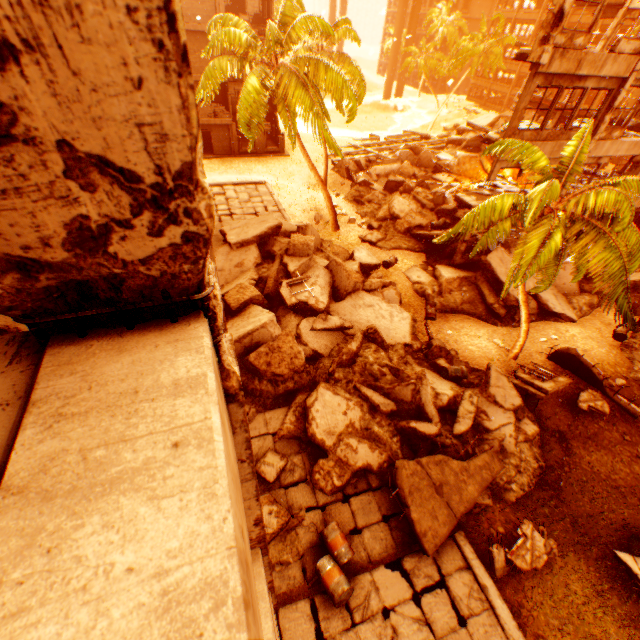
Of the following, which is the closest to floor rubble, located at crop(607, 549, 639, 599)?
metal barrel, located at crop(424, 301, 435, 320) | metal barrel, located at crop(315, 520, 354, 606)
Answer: metal barrel, located at crop(315, 520, 354, 606)

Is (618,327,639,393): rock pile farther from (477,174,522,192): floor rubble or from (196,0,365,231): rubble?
(477,174,522,192): floor rubble

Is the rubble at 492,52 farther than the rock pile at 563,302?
Yes

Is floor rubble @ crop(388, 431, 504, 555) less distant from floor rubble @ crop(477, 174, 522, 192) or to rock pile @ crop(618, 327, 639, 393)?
rock pile @ crop(618, 327, 639, 393)

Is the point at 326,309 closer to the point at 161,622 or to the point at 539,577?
the point at 539,577

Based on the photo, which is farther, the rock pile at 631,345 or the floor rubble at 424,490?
the rock pile at 631,345

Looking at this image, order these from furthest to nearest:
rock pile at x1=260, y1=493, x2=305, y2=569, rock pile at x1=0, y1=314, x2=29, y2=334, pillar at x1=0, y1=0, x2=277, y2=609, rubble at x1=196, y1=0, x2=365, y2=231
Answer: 1. rubble at x1=196, y1=0, x2=365, y2=231
2. rock pile at x1=260, y1=493, x2=305, y2=569
3. rock pile at x1=0, y1=314, x2=29, y2=334
4. pillar at x1=0, y1=0, x2=277, y2=609

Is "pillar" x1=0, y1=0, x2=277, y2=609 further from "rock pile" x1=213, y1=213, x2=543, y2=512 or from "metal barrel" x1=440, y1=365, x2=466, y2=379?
"metal barrel" x1=440, y1=365, x2=466, y2=379
